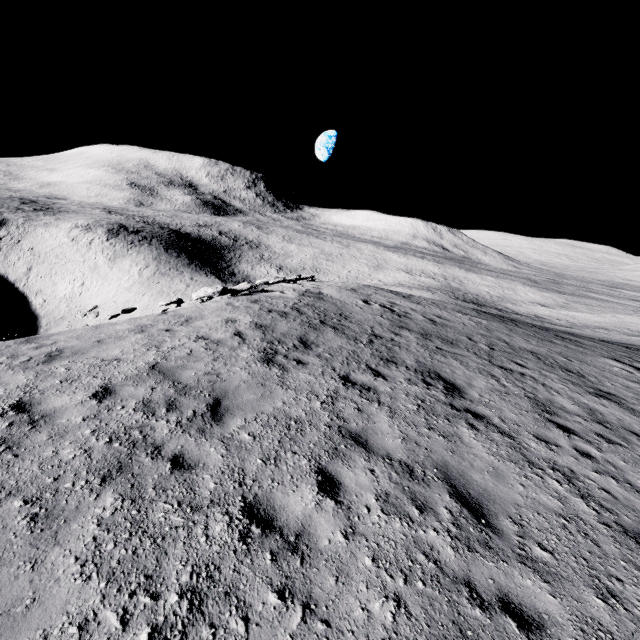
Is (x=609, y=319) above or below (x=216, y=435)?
below
